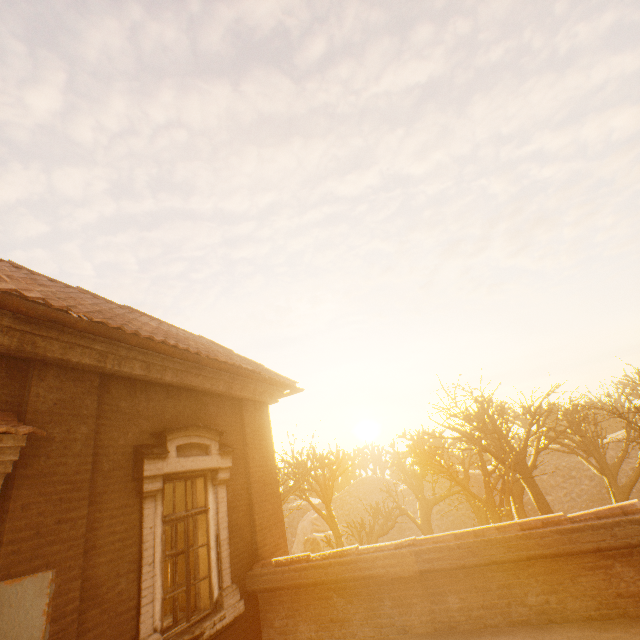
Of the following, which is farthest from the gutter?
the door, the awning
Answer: the door

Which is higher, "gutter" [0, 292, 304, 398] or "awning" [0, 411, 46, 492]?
"gutter" [0, 292, 304, 398]

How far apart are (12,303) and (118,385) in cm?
194

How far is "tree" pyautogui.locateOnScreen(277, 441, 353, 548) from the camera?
17.5m

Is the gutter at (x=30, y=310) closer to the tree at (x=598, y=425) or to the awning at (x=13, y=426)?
the awning at (x=13, y=426)

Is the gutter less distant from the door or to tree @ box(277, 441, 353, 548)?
the door

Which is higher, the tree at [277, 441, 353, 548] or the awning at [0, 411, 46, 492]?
the awning at [0, 411, 46, 492]

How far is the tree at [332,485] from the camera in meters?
17.5 m
